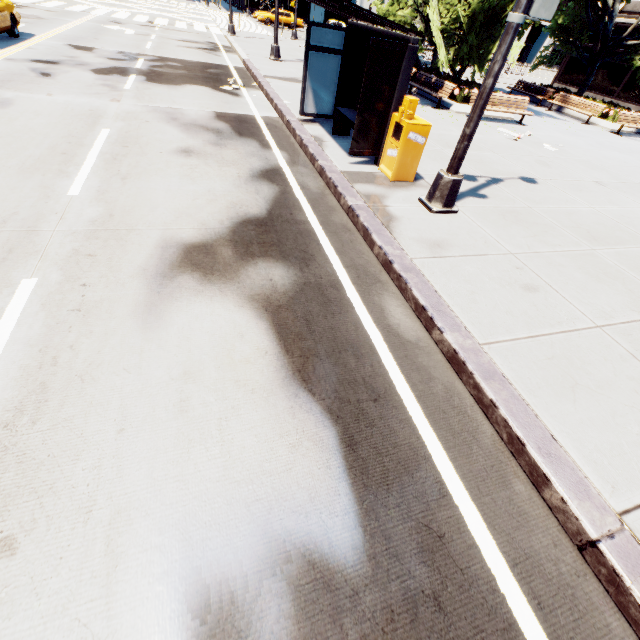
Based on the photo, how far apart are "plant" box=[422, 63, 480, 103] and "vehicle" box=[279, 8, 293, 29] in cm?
3326

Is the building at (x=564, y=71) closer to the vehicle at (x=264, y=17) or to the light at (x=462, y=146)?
the light at (x=462, y=146)

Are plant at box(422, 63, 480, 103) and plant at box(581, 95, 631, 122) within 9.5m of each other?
yes

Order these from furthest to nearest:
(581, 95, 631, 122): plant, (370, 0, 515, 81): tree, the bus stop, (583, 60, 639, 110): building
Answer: (583, 60, 639, 110): building
(581, 95, 631, 122): plant
(370, 0, 515, 81): tree
the bus stop

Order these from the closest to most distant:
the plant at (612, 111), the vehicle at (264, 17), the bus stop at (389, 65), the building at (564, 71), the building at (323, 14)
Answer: the bus stop at (389, 65) → the plant at (612, 111) → the building at (564, 71) → the vehicle at (264, 17) → the building at (323, 14)

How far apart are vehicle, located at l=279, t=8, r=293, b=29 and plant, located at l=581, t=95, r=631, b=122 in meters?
34.4

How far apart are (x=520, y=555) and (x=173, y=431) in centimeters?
270cm
